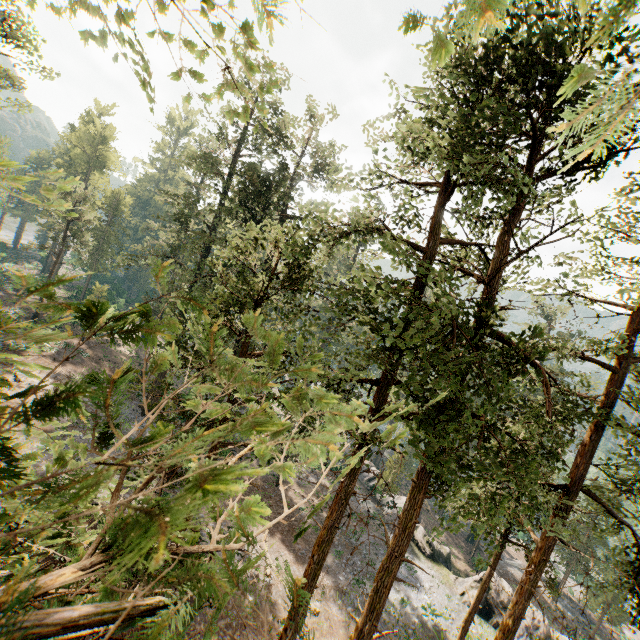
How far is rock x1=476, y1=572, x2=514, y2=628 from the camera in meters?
26.1

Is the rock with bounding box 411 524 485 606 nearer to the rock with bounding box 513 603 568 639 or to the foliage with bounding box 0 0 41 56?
the rock with bounding box 513 603 568 639

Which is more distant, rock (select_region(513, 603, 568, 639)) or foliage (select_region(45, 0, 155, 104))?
rock (select_region(513, 603, 568, 639))

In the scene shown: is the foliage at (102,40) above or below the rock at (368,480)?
above

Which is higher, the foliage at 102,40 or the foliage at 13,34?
the foliage at 13,34

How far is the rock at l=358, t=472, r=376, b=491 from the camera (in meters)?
38.71

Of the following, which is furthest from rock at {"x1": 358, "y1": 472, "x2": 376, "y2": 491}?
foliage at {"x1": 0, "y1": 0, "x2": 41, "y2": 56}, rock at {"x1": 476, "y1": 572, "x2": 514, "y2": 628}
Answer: foliage at {"x1": 0, "y1": 0, "x2": 41, "y2": 56}

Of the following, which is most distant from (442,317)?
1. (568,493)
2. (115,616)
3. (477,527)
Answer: (568,493)
